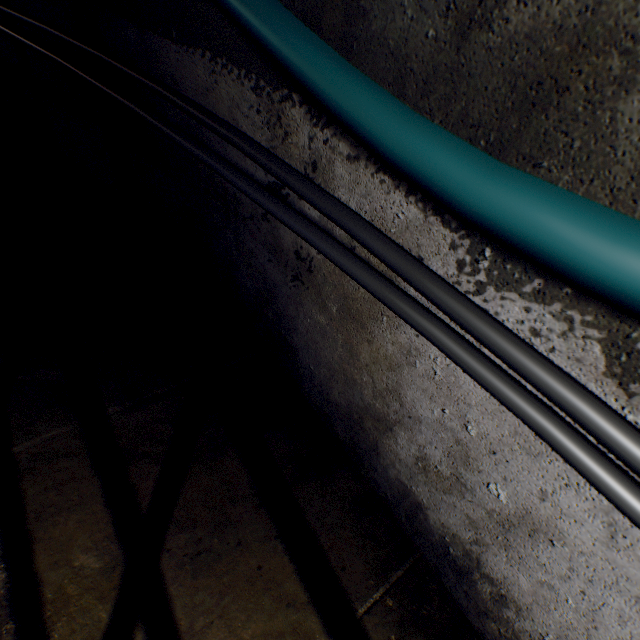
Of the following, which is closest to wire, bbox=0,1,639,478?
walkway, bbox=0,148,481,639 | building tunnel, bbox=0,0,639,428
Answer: building tunnel, bbox=0,0,639,428

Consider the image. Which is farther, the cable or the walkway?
A: the walkway

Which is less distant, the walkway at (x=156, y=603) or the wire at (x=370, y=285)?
the wire at (x=370, y=285)

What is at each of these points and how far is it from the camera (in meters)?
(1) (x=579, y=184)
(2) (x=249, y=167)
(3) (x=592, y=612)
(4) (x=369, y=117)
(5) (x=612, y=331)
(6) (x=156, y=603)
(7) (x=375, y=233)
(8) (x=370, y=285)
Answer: (1) building tunnel, 0.59
(2) building tunnel, 1.38
(3) building tunnel, 0.85
(4) cable, 0.71
(5) building tunnel, 0.63
(6) walkway, 1.13
(7) wire, 0.91
(8) wire, 0.92

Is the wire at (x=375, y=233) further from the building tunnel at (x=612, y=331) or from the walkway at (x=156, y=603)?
the walkway at (x=156, y=603)

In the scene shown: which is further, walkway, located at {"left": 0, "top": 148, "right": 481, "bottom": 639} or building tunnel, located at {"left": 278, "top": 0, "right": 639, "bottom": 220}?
walkway, located at {"left": 0, "top": 148, "right": 481, "bottom": 639}

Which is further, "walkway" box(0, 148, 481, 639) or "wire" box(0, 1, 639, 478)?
"walkway" box(0, 148, 481, 639)
